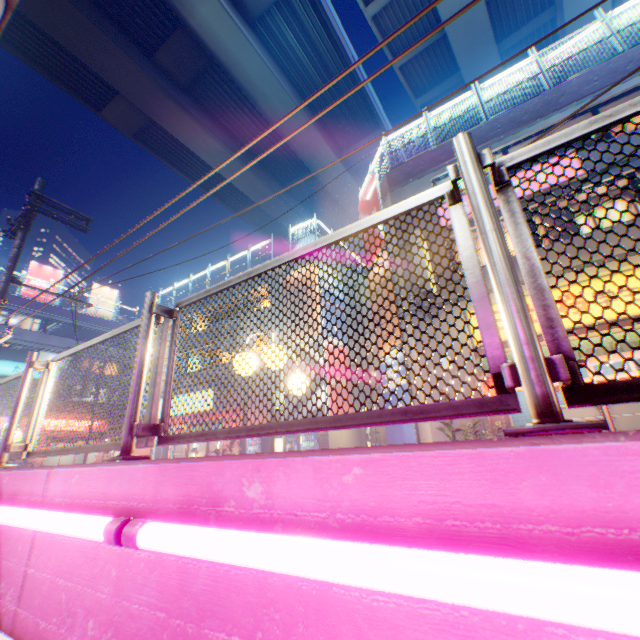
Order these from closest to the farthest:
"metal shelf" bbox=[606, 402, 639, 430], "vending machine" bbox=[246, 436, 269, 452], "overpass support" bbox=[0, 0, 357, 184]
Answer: "metal shelf" bbox=[606, 402, 639, 430] → "vending machine" bbox=[246, 436, 269, 452] → "overpass support" bbox=[0, 0, 357, 184]

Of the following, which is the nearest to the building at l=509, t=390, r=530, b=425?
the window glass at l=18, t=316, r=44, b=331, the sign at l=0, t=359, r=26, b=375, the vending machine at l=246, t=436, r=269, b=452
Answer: the vending machine at l=246, t=436, r=269, b=452

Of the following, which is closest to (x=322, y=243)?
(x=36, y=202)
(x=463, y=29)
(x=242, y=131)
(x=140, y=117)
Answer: (x=36, y=202)

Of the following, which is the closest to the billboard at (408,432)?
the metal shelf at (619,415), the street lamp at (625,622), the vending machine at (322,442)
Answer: the vending machine at (322,442)

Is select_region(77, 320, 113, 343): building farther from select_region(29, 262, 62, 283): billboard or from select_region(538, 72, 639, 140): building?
select_region(538, 72, 639, 140): building

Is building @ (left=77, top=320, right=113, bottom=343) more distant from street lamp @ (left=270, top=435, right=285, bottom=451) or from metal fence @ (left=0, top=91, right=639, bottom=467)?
street lamp @ (left=270, top=435, right=285, bottom=451)

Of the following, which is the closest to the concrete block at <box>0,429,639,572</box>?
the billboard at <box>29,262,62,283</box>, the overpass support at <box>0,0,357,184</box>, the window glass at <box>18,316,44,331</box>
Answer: the overpass support at <box>0,0,357,184</box>

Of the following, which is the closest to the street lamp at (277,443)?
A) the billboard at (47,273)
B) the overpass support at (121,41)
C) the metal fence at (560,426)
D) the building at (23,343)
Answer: the metal fence at (560,426)
